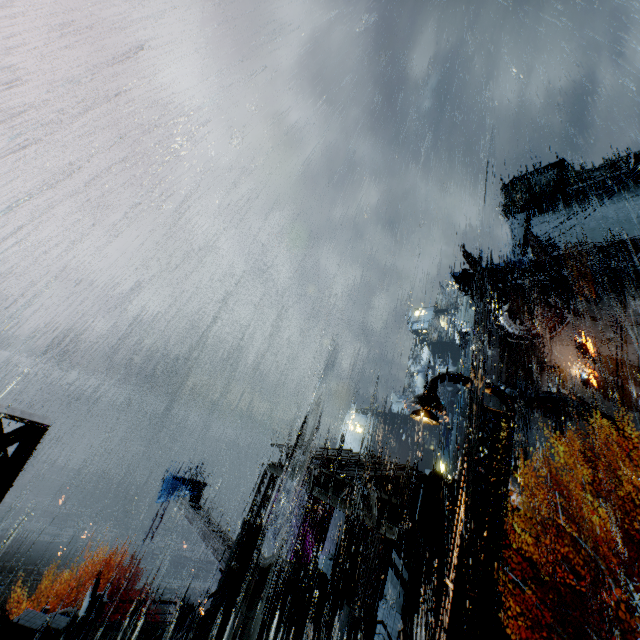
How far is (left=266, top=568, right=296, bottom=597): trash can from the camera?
16.8m

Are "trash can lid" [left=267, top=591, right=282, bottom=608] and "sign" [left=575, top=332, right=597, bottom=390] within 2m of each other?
no

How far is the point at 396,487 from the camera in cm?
1883

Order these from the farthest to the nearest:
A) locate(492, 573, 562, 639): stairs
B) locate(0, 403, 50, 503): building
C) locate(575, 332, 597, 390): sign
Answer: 1. locate(575, 332, 597, 390): sign
2. locate(492, 573, 562, 639): stairs
3. locate(0, 403, 50, 503): building

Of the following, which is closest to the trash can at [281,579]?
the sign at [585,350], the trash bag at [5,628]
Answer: the trash bag at [5,628]

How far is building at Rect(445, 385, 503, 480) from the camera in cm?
3684

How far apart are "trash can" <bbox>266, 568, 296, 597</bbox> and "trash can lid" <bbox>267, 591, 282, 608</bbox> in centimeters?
1cm

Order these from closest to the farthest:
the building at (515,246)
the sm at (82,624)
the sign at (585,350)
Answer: the sm at (82,624)
the sign at (585,350)
the building at (515,246)
